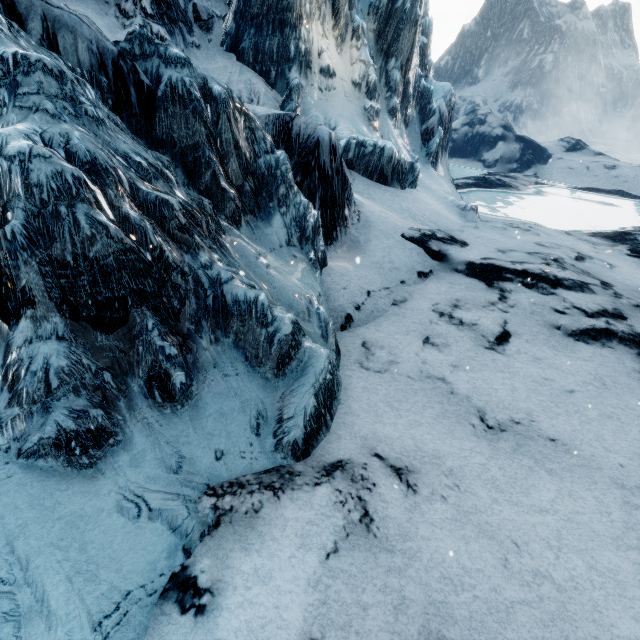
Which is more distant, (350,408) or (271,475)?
(350,408)
